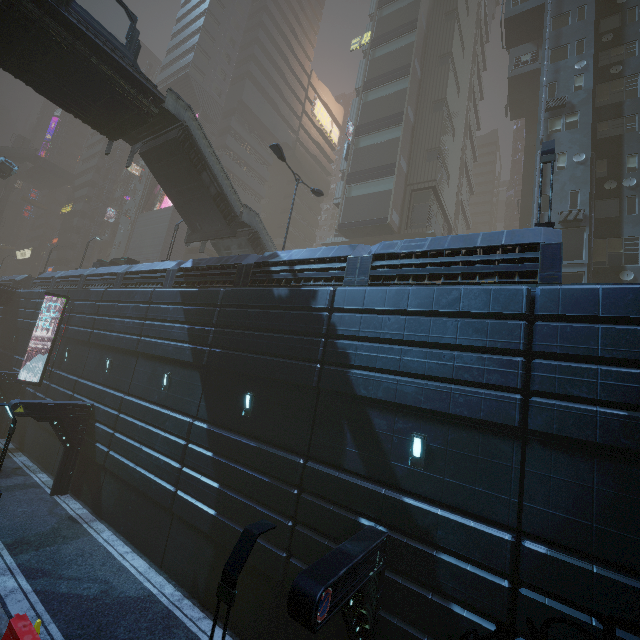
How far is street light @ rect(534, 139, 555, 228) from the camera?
11.0 meters

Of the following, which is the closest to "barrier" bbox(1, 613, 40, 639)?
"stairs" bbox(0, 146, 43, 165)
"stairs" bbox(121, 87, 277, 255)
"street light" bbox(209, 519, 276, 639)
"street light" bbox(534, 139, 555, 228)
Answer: "street light" bbox(209, 519, 276, 639)

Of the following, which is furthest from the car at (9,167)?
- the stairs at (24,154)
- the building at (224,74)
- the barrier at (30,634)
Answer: the barrier at (30,634)

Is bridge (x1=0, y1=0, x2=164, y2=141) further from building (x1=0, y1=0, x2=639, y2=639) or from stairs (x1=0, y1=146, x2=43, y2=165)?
stairs (x1=0, y1=146, x2=43, y2=165)

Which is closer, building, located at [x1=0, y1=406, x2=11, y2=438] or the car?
building, located at [x1=0, y1=406, x2=11, y2=438]

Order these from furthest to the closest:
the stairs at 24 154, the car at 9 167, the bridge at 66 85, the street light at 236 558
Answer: the stairs at 24 154 → the car at 9 167 → the bridge at 66 85 → the street light at 236 558

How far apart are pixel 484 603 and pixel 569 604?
1.7m

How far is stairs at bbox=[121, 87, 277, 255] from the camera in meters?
18.1
